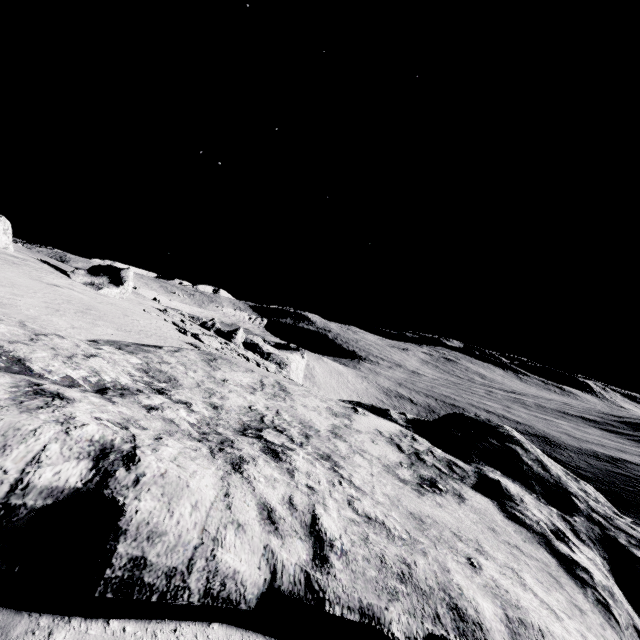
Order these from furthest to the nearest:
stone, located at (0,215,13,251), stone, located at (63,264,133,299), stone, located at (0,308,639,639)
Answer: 1. stone, located at (63,264,133,299)
2. stone, located at (0,215,13,251)
3. stone, located at (0,308,639,639)

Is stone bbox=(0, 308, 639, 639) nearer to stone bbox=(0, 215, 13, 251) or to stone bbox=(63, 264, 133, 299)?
stone bbox=(63, 264, 133, 299)

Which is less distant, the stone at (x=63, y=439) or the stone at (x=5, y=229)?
the stone at (x=63, y=439)

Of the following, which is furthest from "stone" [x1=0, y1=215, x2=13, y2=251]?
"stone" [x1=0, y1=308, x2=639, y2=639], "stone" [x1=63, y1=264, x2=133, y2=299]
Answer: "stone" [x1=0, y1=308, x2=639, y2=639]

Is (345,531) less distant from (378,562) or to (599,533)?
(378,562)

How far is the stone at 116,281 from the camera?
20.8m

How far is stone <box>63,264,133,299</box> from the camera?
20.8 meters
